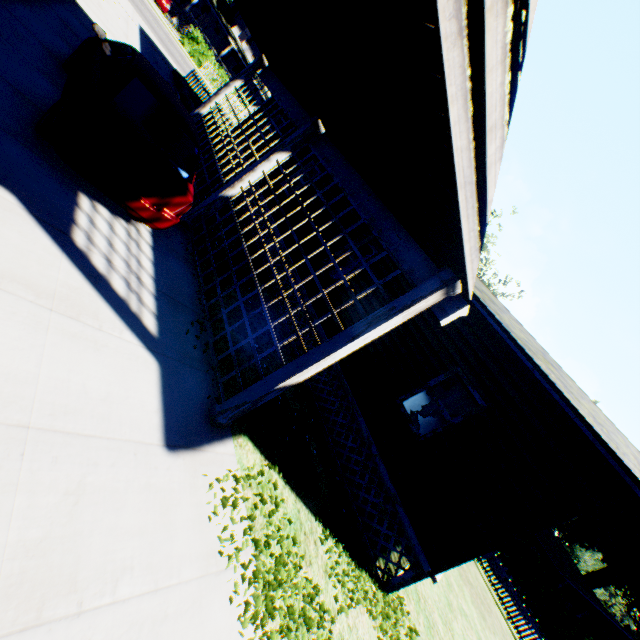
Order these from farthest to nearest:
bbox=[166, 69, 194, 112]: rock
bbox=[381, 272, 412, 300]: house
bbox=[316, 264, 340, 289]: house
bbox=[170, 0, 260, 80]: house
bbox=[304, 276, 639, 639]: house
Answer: bbox=[170, 0, 260, 80]: house, bbox=[166, 69, 194, 112]: rock, bbox=[316, 264, 340, 289]: house, bbox=[381, 272, 412, 300]: house, bbox=[304, 276, 639, 639]: house

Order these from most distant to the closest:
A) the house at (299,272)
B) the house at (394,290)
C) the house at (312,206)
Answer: the house at (312,206) → the house at (299,272) → the house at (394,290)

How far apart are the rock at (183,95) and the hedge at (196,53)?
17.6m

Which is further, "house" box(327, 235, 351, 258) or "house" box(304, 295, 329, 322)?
"house" box(327, 235, 351, 258)

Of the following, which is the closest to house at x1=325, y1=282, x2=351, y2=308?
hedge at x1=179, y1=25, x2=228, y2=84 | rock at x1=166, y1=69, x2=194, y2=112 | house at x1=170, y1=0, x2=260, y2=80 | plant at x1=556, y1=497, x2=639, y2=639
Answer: rock at x1=166, y1=69, x2=194, y2=112

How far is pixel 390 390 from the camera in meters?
7.6 m

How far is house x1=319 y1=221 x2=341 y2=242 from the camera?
10.6m
